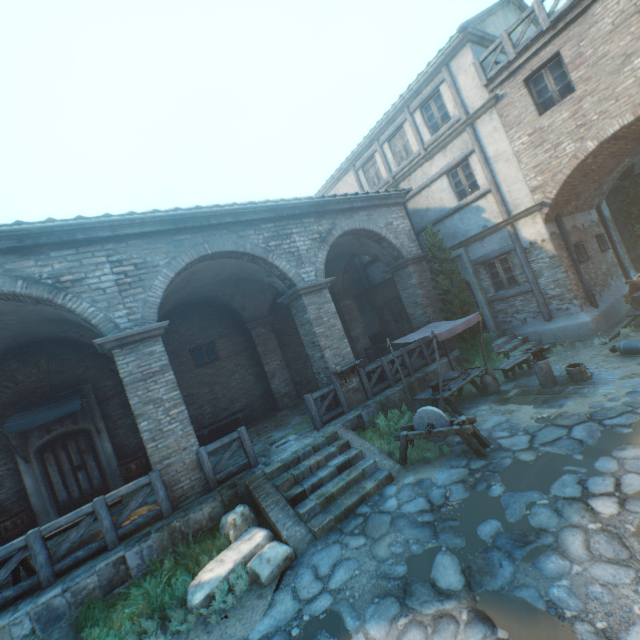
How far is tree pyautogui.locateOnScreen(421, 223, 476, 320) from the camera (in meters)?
11.36

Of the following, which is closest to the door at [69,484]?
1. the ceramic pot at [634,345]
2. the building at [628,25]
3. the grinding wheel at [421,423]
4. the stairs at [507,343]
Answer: the building at [628,25]

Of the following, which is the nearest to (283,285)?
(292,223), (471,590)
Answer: (292,223)

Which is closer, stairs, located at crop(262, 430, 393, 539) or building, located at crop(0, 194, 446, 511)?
stairs, located at crop(262, 430, 393, 539)

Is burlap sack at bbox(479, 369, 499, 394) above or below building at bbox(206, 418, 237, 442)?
below

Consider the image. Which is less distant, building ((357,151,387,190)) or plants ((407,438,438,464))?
plants ((407,438,438,464))

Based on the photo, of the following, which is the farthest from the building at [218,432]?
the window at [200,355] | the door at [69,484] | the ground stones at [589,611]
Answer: the window at [200,355]

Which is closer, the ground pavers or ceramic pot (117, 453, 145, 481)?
the ground pavers
